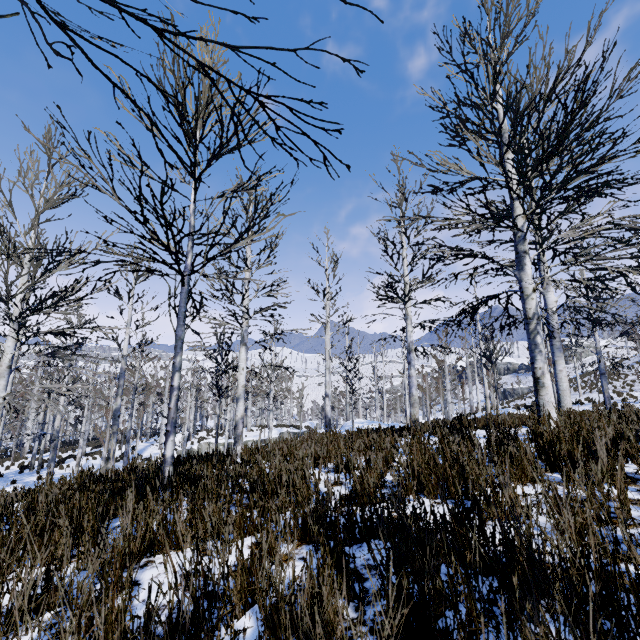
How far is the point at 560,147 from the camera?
4.9 meters
